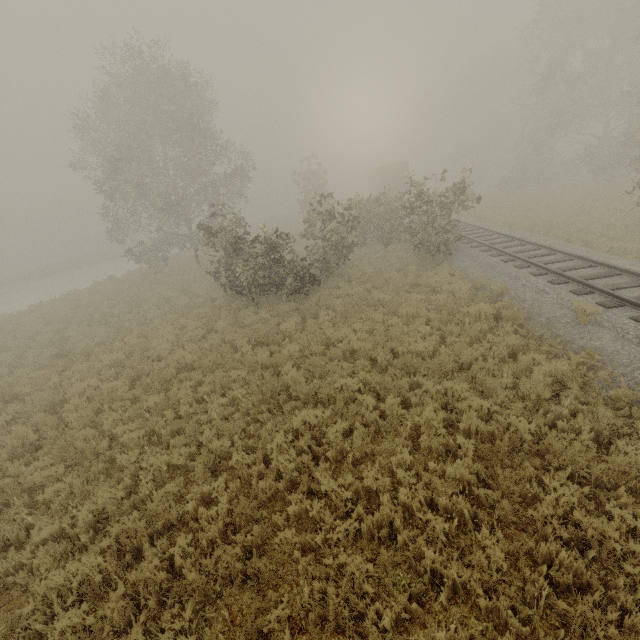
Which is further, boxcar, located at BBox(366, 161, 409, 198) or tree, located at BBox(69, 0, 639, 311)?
boxcar, located at BBox(366, 161, 409, 198)

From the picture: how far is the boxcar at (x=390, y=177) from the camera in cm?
3819

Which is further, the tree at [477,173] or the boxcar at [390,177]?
the boxcar at [390,177]

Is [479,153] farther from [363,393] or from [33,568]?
[33,568]

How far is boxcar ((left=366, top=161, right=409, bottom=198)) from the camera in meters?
38.2
